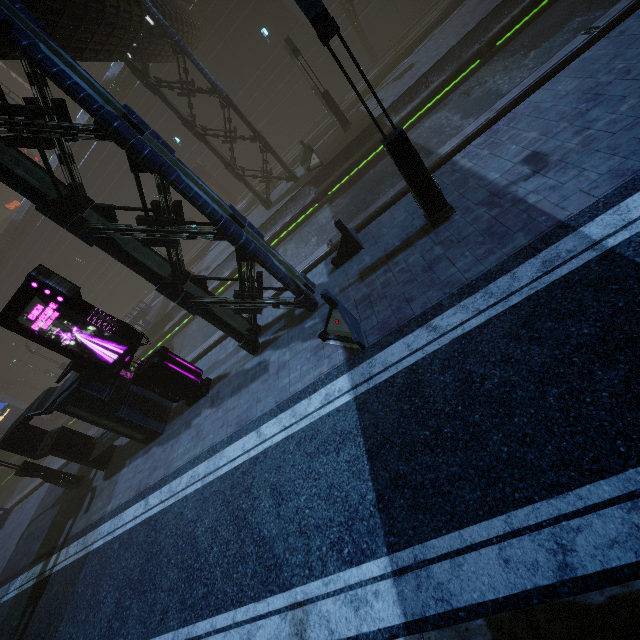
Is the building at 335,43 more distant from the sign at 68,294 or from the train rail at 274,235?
the sign at 68,294

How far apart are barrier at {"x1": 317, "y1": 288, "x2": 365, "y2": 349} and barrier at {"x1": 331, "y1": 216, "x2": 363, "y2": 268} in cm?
275

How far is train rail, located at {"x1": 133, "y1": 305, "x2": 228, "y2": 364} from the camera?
15.7m

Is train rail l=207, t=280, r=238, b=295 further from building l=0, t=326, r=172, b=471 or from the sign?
the sign

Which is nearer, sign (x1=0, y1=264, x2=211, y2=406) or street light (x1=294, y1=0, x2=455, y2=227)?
street light (x1=294, y1=0, x2=455, y2=227)

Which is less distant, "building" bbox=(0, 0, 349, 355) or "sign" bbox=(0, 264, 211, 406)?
"building" bbox=(0, 0, 349, 355)

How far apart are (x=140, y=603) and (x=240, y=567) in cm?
346

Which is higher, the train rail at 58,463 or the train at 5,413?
the train at 5,413
